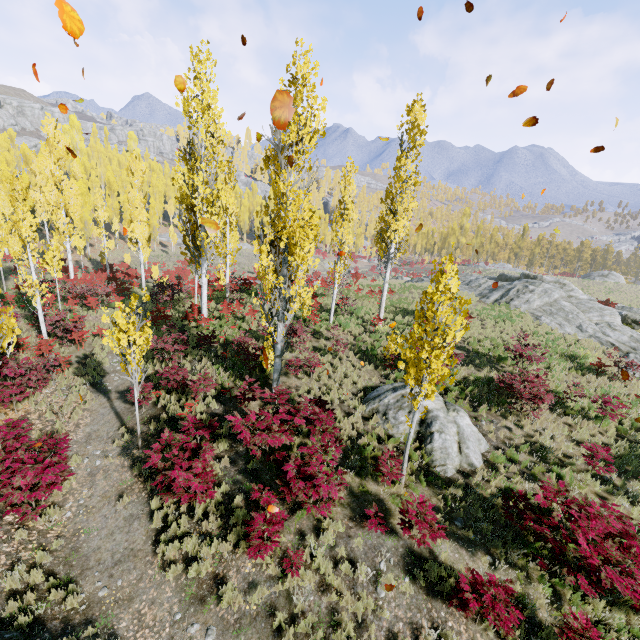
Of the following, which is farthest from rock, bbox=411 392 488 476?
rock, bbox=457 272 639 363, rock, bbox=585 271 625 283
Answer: rock, bbox=585 271 625 283

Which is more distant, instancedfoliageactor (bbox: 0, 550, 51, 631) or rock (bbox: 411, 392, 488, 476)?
rock (bbox: 411, 392, 488, 476)

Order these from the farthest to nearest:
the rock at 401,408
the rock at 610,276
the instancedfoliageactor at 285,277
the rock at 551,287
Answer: the rock at 610,276 → the rock at 551,287 → the rock at 401,408 → the instancedfoliageactor at 285,277

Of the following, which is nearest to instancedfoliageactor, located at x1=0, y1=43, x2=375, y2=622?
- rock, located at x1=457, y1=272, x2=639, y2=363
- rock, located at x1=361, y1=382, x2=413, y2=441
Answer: rock, located at x1=457, y1=272, x2=639, y2=363

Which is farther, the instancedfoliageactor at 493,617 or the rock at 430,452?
the rock at 430,452

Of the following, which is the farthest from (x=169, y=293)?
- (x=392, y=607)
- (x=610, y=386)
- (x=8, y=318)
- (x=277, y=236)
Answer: (x=610, y=386)

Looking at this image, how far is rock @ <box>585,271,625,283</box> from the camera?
56.0m
